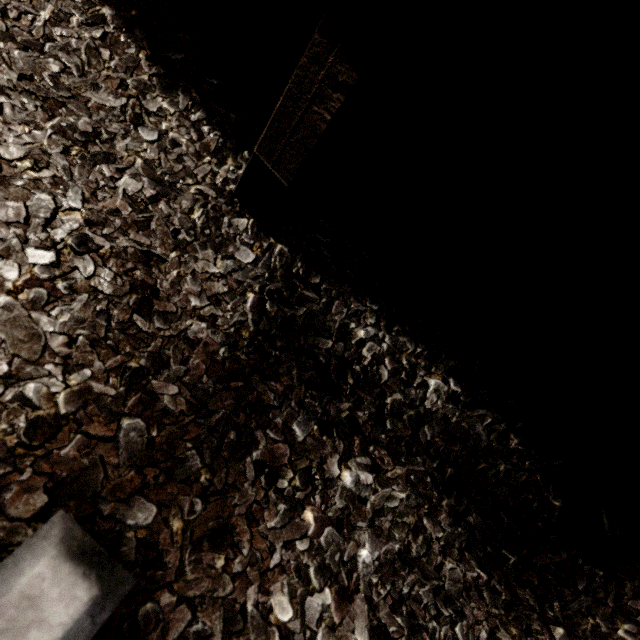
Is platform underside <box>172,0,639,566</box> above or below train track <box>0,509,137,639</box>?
above

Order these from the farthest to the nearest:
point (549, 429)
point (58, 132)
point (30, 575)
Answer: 1. point (549, 429)
2. point (58, 132)
3. point (30, 575)

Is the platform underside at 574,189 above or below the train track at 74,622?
above
